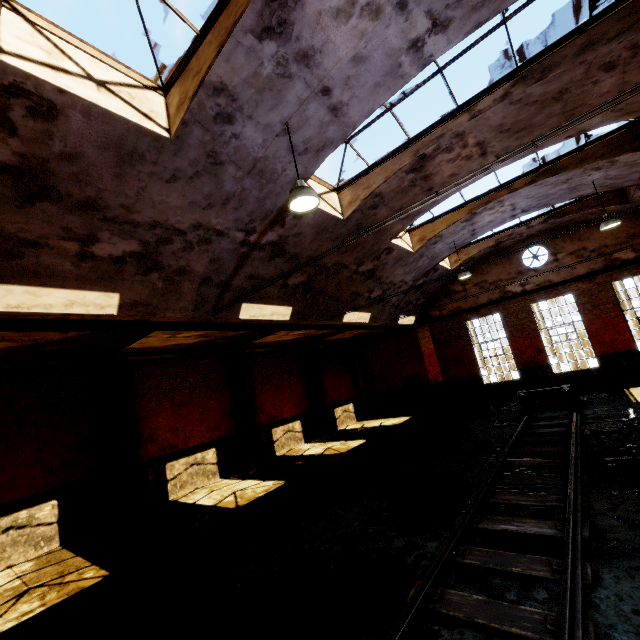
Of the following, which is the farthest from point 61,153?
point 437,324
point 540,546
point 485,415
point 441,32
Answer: point 437,324

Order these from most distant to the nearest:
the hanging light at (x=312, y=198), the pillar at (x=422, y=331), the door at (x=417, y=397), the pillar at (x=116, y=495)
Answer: A: the door at (x=417, y=397) → the pillar at (x=422, y=331) → the pillar at (x=116, y=495) → the hanging light at (x=312, y=198)

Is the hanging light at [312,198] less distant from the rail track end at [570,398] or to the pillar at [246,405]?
the pillar at [246,405]

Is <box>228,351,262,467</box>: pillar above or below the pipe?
below

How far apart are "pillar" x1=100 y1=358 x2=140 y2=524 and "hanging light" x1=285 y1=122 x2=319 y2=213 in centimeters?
878cm

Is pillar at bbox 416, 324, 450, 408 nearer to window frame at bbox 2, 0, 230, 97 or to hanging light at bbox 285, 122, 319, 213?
hanging light at bbox 285, 122, 319, 213

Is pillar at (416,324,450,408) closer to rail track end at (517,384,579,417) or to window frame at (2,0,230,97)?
rail track end at (517,384,579,417)

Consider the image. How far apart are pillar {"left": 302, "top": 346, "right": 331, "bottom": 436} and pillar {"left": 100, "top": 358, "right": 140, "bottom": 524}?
9.21m
